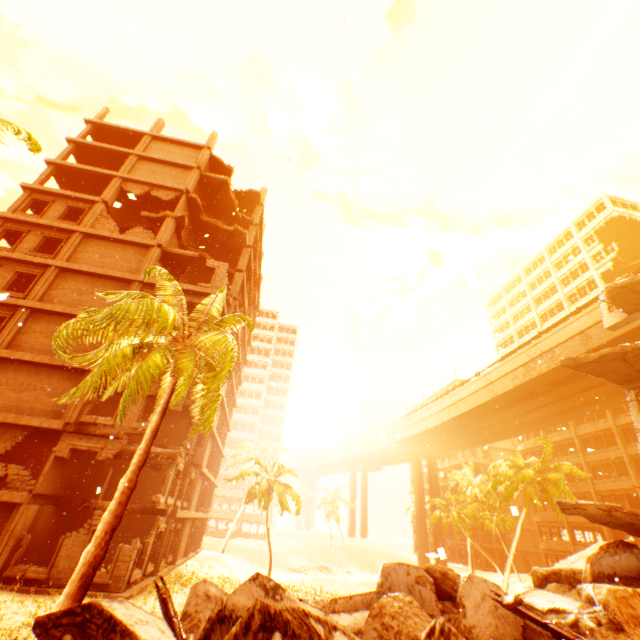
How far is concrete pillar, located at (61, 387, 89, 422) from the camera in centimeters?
1586cm

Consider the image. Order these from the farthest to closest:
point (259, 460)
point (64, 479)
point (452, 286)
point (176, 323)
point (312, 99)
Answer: point (259, 460)
point (452, 286)
point (312, 99)
point (64, 479)
point (176, 323)

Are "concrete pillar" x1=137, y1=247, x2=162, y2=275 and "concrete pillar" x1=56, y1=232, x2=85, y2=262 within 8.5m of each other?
yes

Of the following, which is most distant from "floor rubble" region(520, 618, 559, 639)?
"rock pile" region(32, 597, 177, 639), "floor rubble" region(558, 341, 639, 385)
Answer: "floor rubble" region(558, 341, 639, 385)

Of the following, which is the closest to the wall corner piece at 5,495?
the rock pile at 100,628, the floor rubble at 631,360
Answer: the rock pile at 100,628

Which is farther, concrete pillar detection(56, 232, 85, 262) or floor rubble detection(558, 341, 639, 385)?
concrete pillar detection(56, 232, 85, 262)

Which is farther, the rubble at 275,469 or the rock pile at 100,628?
the rubble at 275,469

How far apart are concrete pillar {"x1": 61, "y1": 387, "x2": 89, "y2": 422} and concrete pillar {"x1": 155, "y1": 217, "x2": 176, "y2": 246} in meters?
9.6 m
